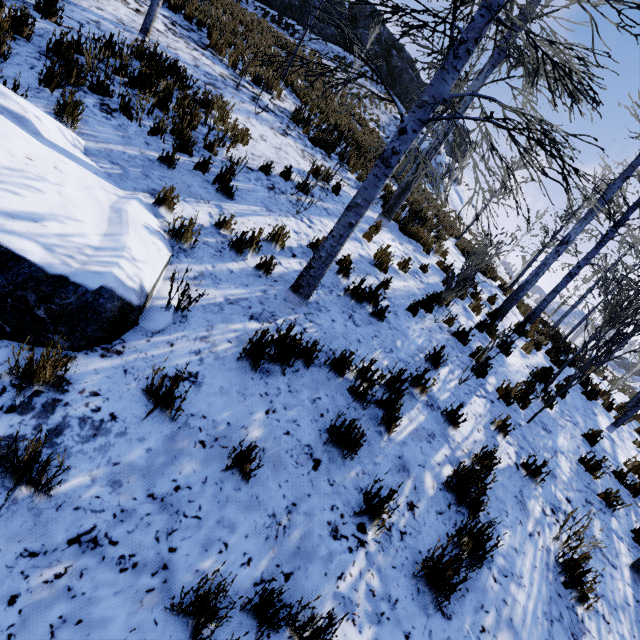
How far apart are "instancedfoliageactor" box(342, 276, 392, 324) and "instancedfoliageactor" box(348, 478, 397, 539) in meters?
2.6 m

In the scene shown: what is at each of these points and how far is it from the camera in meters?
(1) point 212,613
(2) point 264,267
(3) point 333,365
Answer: (1) instancedfoliageactor, 1.7 m
(2) instancedfoliageactor, 4.2 m
(3) instancedfoliageactor, 3.7 m

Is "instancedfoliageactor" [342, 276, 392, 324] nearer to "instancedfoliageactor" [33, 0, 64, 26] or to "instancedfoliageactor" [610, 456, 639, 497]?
"instancedfoliageactor" [610, 456, 639, 497]

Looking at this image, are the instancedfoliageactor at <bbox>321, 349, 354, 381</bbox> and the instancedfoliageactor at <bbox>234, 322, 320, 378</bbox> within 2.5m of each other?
yes

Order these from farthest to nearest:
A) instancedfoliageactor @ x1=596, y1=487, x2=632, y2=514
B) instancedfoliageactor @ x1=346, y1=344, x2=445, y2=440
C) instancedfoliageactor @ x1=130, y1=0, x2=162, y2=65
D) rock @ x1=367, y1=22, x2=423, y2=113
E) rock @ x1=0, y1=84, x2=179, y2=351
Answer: rock @ x1=367, y1=22, x2=423, y2=113, instancedfoliageactor @ x1=130, y1=0, x2=162, y2=65, instancedfoliageactor @ x1=596, y1=487, x2=632, y2=514, instancedfoliageactor @ x1=346, y1=344, x2=445, y2=440, rock @ x1=0, y1=84, x2=179, y2=351

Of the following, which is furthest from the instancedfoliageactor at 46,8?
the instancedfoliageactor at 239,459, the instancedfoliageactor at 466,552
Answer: the instancedfoliageactor at 466,552

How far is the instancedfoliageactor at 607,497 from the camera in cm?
461

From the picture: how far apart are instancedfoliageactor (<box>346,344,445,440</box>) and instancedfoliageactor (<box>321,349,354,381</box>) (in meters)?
0.54
